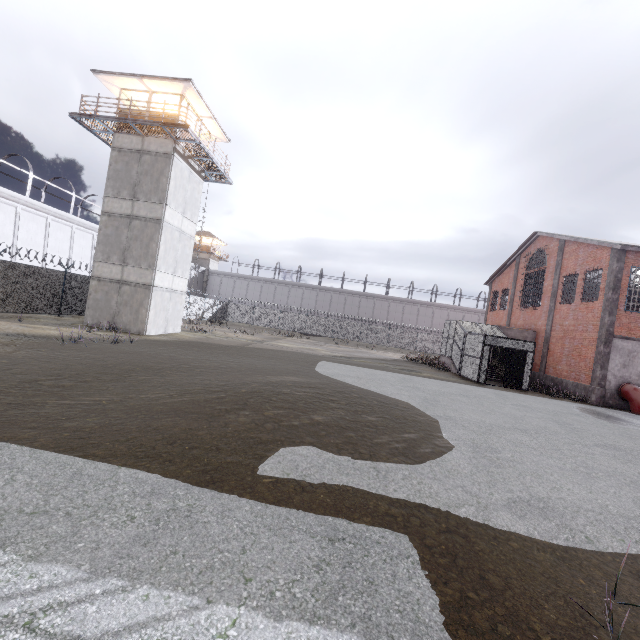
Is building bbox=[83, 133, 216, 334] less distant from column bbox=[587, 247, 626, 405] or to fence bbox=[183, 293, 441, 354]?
fence bbox=[183, 293, 441, 354]

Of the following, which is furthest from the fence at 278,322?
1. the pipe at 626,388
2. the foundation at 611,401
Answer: the pipe at 626,388

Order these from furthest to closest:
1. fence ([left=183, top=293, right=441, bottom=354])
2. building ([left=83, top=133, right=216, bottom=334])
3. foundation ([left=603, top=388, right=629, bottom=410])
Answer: fence ([left=183, top=293, right=441, bottom=354]) → building ([left=83, top=133, right=216, bottom=334]) → foundation ([left=603, top=388, right=629, bottom=410])

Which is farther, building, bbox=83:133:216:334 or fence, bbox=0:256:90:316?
building, bbox=83:133:216:334

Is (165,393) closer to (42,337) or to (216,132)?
(42,337)

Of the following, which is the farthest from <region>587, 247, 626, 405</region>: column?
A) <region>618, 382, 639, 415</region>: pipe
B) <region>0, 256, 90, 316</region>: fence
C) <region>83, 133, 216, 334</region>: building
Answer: <region>0, 256, 90, 316</region>: fence

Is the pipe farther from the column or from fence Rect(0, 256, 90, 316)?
fence Rect(0, 256, 90, 316)

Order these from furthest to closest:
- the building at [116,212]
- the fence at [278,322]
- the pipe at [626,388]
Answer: the fence at [278,322] < the building at [116,212] < the pipe at [626,388]
